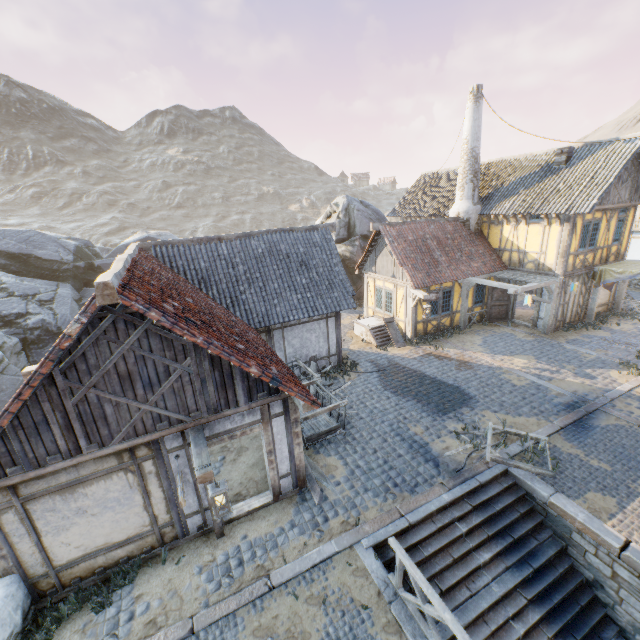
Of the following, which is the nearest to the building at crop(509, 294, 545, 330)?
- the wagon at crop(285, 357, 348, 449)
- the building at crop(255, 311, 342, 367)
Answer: the building at crop(255, 311, 342, 367)

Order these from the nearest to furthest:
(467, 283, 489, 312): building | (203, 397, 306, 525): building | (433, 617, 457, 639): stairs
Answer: (433, 617, 457, 639): stairs < (203, 397, 306, 525): building < (467, 283, 489, 312): building

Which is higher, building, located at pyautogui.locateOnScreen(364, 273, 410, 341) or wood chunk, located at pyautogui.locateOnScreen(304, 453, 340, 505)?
building, located at pyautogui.locateOnScreen(364, 273, 410, 341)

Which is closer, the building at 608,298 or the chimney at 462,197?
the chimney at 462,197

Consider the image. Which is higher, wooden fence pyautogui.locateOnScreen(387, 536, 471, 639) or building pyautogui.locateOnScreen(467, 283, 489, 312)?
building pyautogui.locateOnScreen(467, 283, 489, 312)

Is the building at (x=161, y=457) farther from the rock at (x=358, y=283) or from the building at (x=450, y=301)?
the building at (x=450, y=301)

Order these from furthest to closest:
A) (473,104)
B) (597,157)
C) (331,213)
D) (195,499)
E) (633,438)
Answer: (331,213) < (473,104) < (597,157) < (633,438) < (195,499)

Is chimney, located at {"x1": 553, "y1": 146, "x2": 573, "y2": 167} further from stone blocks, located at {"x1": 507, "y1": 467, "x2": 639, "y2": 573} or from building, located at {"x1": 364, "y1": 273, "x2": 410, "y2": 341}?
stone blocks, located at {"x1": 507, "y1": 467, "x2": 639, "y2": 573}
